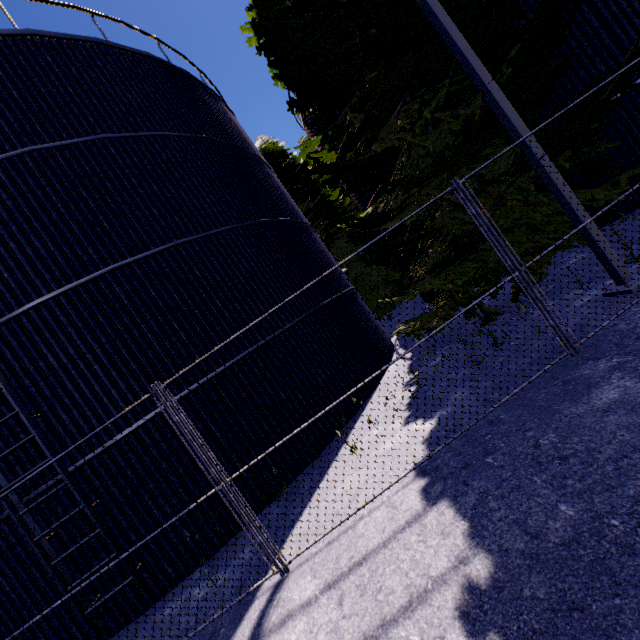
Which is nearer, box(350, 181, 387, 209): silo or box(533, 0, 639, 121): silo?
box(533, 0, 639, 121): silo

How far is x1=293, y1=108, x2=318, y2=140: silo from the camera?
16.0m

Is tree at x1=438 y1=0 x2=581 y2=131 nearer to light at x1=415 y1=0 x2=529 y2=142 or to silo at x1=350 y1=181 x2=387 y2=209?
light at x1=415 y1=0 x2=529 y2=142

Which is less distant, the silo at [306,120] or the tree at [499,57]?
the tree at [499,57]

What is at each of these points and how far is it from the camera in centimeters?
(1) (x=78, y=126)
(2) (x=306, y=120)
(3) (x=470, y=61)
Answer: (1) silo, 747cm
(2) silo, 1691cm
(3) light, 549cm

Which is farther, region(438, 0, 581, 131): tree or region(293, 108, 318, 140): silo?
region(293, 108, 318, 140): silo

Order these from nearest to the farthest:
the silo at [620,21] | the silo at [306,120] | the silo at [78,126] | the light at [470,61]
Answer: the light at [470,61] → the silo at [78,126] → the silo at [620,21] → the silo at [306,120]

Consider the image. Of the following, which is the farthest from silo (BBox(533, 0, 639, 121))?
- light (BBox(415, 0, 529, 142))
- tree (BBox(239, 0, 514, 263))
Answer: light (BBox(415, 0, 529, 142))
